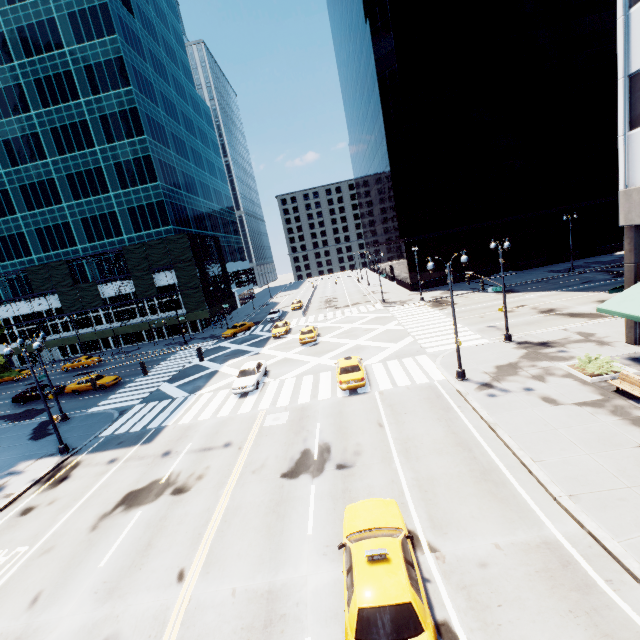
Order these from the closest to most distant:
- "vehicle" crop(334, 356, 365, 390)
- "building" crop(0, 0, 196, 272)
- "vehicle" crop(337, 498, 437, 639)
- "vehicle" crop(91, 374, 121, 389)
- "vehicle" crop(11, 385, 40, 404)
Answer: "vehicle" crop(337, 498, 437, 639) → "vehicle" crop(334, 356, 365, 390) → "vehicle" crop(91, 374, 121, 389) → "vehicle" crop(11, 385, 40, 404) → "building" crop(0, 0, 196, 272)

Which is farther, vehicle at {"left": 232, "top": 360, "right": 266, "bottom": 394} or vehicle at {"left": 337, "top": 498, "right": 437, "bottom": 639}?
vehicle at {"left": 232, "top": 360, "right": 266, "bottom": 394}

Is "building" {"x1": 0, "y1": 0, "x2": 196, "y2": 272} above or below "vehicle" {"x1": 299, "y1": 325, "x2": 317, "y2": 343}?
above

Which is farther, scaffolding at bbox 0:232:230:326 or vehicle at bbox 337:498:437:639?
scaffolding at bbox 0:232:230:326

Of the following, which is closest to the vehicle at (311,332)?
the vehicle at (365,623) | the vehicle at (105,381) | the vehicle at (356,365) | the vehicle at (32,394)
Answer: the vehicle at (356,365)

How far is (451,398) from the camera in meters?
17.6 m

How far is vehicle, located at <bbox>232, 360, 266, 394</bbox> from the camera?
A: 23.58m

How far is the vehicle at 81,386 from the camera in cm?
3262
